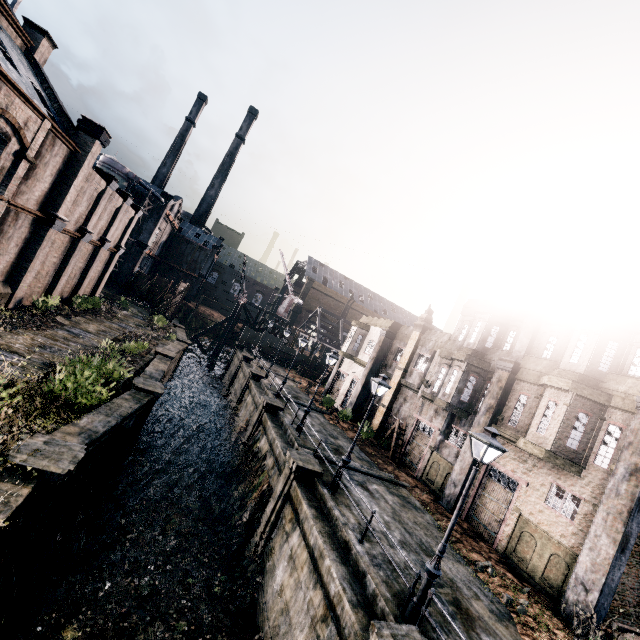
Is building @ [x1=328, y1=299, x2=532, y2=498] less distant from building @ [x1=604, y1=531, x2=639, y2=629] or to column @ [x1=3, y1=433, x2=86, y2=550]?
building @ [x1=604, y1=531, x2=639, y2=629]

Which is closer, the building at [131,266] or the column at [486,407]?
the column at [486,407]

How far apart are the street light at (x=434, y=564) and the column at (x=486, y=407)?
10.2m

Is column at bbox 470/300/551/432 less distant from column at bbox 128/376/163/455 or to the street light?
the street light

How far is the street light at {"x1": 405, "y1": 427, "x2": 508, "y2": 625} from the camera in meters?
9.0

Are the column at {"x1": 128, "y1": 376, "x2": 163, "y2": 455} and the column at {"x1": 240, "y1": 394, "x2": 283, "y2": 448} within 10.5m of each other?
yes

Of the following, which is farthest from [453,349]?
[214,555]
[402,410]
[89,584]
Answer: [89,584]

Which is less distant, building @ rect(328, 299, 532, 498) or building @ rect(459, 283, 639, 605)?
building @ rect(459, 283, 639, 605)
